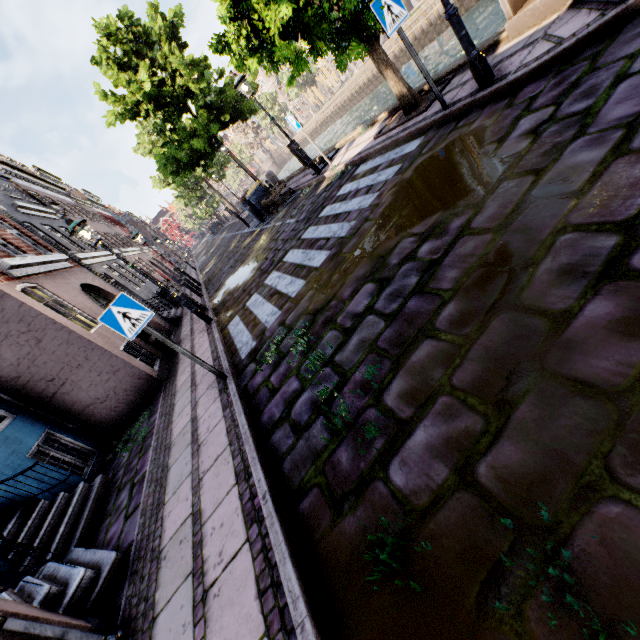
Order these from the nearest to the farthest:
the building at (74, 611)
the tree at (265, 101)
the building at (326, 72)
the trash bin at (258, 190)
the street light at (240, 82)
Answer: the building at (74, 611) → the street light at (240, 82) → the trash bin at (258, 190) → the building at (326, 72) → the tree at (265, 101)

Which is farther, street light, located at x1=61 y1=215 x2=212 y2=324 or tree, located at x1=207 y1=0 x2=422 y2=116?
street light, located at x1=61 y1=215 x2=212 y2=324

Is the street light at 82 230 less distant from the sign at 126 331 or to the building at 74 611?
the building at 74 611

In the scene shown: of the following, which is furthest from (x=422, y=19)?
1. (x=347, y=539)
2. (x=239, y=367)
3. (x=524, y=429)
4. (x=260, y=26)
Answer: (x=347, y=539)

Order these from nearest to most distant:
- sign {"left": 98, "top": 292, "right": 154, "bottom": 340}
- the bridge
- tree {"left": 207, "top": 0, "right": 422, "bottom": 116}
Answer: sign {"left": 98, "top": 292, "right": 154, "bottom": 340} < the bridge < tree {"left": 207, "top": 0, "right": 422, "bottom": 116}

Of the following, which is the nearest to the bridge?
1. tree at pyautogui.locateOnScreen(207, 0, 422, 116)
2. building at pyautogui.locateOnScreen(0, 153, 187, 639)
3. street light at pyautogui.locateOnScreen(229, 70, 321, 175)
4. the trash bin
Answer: tree at pyautogui.locateOnScreen(207, 0, 422, 116)

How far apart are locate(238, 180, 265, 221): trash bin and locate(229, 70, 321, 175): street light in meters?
4.0

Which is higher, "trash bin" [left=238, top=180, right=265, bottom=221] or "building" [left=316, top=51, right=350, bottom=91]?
"building" [left=316, top=51, right=350, bottom=91]
